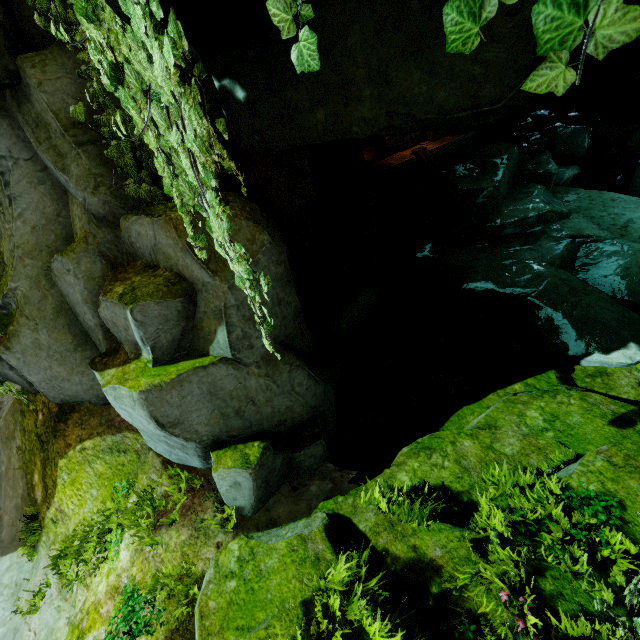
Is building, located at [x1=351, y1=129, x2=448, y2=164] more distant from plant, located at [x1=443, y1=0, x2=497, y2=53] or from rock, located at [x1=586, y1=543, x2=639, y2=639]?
plant, located at [x1=443, y1=0, x2=497, y2=53]

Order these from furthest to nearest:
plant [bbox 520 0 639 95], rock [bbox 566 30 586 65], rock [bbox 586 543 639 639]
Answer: rock [bbox 586 543 639 639]
rock [bbox 566 30 586 65]
plant [bbox 520 0 639 95]

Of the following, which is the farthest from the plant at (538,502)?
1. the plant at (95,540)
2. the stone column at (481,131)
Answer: the stone column at (481,131)

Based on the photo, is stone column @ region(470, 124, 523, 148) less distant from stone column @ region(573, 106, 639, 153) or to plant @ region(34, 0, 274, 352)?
stone column @ region(573, 106, 639, 153)

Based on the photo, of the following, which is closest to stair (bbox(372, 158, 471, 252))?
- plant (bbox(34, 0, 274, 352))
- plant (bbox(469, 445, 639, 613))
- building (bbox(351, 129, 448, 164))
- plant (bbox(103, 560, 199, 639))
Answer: building (bbox(351, 129, 448, 164))

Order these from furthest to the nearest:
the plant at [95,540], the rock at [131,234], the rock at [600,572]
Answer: the plant at [95,540] < the rock at [600,572] < the rock at [131,234]

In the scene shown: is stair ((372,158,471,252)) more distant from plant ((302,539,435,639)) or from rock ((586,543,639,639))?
plant ((302,539,435,639))

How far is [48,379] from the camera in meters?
6.6 m
